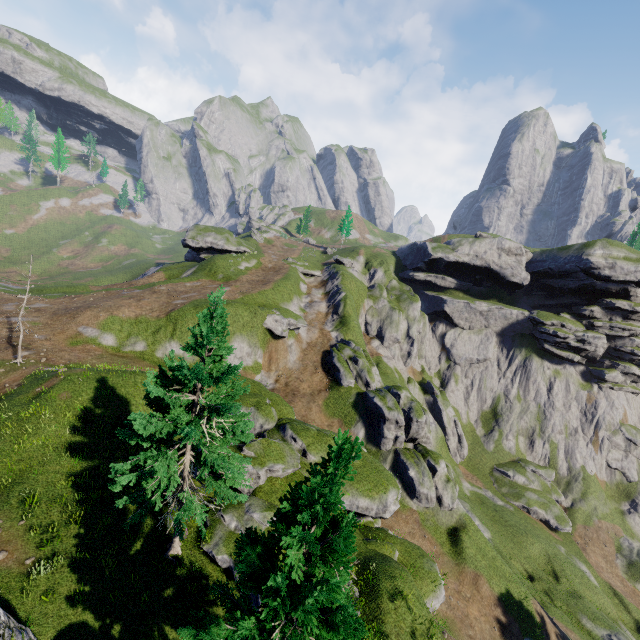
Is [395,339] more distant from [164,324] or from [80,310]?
[80,310]

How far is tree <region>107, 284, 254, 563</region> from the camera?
12.6 meters

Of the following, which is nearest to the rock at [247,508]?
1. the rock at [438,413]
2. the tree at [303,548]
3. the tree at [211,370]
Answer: the tree at [211,370]

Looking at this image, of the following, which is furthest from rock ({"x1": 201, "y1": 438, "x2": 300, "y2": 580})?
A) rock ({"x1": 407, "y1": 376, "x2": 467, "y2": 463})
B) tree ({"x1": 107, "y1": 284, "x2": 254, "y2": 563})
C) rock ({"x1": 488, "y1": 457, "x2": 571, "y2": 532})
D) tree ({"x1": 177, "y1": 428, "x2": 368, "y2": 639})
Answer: rock ({"x1": 488, "y1": 457, "x2": 571, "y2": 532})

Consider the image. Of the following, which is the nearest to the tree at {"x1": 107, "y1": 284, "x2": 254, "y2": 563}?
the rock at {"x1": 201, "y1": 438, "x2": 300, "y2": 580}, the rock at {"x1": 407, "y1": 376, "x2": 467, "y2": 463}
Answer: the rock at {"x1": 201, "y1": 438, "x2": 300, "y2": 580}

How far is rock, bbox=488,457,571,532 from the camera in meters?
47.5

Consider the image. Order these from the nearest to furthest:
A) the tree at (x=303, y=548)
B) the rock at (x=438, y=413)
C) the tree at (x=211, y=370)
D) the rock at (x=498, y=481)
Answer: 1. the tree at (x=303, y=548)
2. the tree at (x=211, y=370)
3. the rock at (x=498, y=481)
4. the rock at (x=438, y=413)

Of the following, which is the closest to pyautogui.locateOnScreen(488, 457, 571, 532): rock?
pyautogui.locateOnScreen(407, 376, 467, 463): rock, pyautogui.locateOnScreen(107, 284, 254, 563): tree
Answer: pyautogui.locateOnScreen(407, 376, 467, 463): rock
